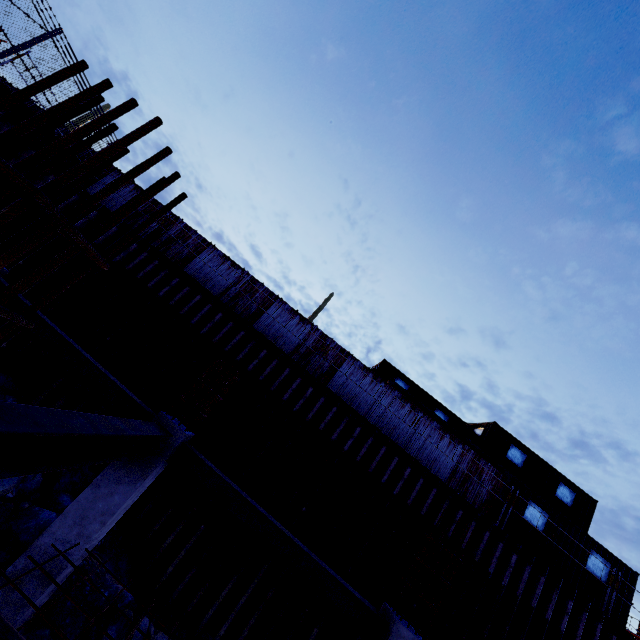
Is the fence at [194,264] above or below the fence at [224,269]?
below

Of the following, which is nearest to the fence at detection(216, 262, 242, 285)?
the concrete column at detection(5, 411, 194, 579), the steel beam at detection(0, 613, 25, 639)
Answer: the concrete column at detection(5, 411, 194, 579)

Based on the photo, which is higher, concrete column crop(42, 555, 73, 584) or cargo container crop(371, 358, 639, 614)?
cargo container crop(371, 358, 639, 614)

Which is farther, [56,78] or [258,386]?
[258,386]

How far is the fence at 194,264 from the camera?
13.9 meters

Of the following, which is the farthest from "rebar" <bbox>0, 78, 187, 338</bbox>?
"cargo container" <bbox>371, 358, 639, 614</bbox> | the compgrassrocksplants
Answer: "cargo container" <bbox>371, 358, 639, 614</bbox>

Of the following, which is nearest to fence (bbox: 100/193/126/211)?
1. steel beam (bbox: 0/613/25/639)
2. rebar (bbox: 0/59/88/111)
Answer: rebar (bbox: 0/59/88/111)

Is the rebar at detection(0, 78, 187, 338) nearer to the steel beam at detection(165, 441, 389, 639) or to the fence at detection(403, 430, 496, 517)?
the steel beam at detection(165, 441, 389, 639)
